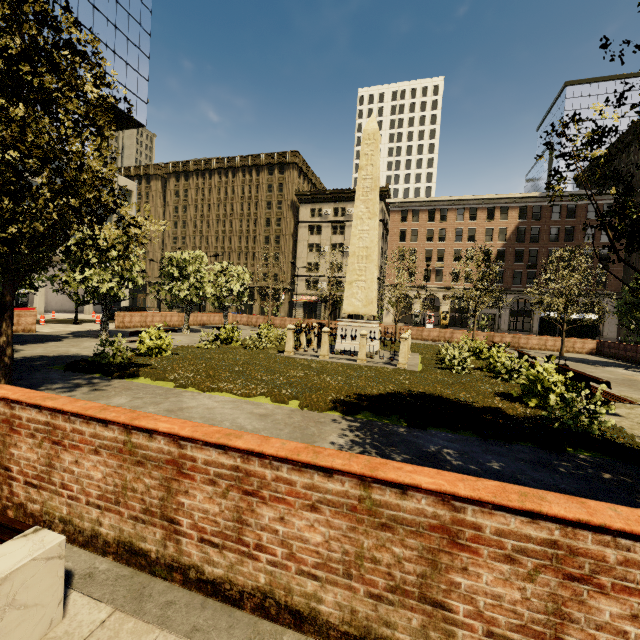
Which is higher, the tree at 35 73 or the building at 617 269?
the building at 617 269

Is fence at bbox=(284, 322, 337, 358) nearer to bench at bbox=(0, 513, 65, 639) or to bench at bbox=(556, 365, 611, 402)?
bench at bbox=(556, 365, 611, 402)

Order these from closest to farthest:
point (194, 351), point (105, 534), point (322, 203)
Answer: point (105, 534) < point (194, 351) < point (322, 203)

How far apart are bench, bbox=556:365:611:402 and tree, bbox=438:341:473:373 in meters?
3.8 m

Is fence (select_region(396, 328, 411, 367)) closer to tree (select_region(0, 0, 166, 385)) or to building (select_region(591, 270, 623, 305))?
tree (select_region(0, 0, 166, 385))

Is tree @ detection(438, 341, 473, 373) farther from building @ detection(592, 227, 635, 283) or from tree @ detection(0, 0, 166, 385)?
building @ detection(592, 227, 635, 283)

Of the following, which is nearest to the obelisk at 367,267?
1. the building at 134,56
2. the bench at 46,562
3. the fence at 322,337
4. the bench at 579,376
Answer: the fence at 322,337

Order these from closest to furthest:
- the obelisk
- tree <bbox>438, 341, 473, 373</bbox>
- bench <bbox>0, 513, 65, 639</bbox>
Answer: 1. bench <bbox>0, 513, 65, 639</bbox>
2. tree <bbox>438, 341, 473, 373</bbox>
3. the obelisk
